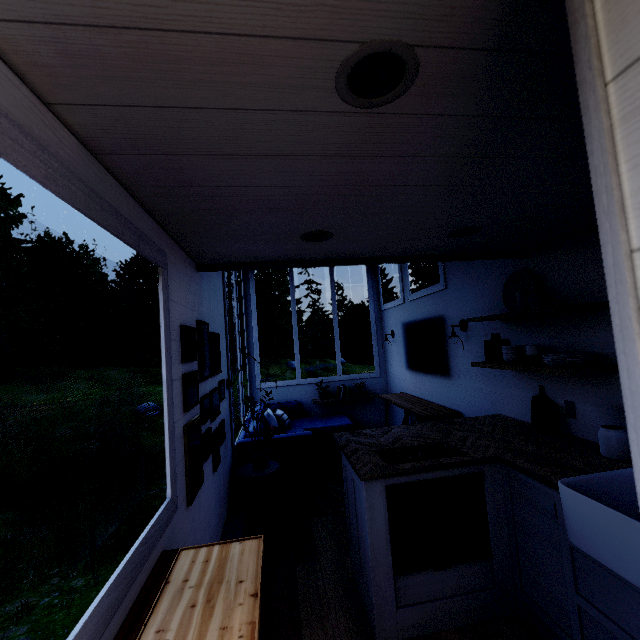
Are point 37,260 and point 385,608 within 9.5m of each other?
no

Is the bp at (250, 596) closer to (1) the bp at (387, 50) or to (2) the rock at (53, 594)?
(1) the bp at (387, 50)

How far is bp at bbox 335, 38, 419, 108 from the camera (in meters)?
0.75

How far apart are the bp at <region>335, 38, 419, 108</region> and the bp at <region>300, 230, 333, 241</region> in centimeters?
102cm

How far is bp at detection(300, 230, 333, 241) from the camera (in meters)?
1.94

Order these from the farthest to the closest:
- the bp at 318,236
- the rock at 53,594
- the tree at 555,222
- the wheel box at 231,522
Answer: the rock at 53,594, the wheel box at 231,522, the bp at 318,236, the tree at 555,222

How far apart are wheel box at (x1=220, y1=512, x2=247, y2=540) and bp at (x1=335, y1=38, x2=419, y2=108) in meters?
2.3 m

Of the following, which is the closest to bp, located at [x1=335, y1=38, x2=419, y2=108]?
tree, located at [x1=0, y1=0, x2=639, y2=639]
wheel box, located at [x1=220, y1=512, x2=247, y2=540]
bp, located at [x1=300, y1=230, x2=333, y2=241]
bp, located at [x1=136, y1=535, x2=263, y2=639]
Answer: tree, located at [x1=0, y1=0, x2=639, y2=639]
